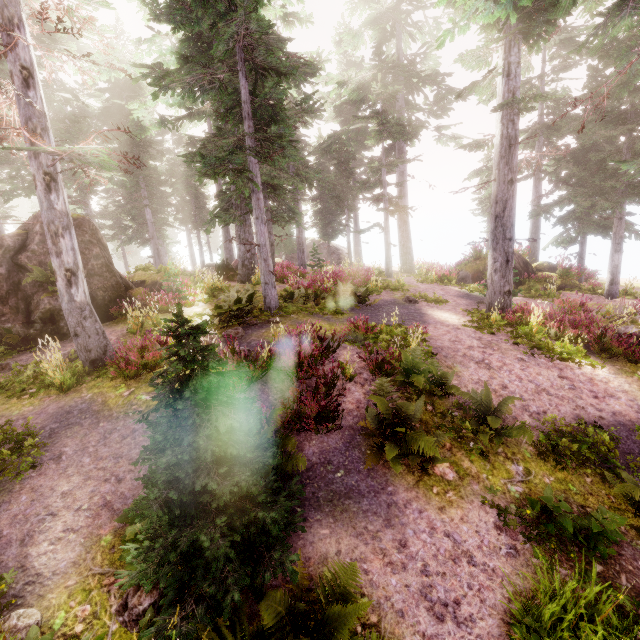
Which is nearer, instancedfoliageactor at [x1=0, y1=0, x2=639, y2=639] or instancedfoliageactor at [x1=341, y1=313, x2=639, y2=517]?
instancedfoliageactor at [x1=0, y1=0, x2=639, y2=639]

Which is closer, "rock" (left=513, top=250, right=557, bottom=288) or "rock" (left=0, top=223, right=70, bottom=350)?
"rock" (left=0, top=223, right=70, bottom=350)

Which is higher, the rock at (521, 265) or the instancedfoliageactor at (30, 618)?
the rock at (521, 265)

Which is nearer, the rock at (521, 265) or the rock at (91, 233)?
the rock at (91, 233)

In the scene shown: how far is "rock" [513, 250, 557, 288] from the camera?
18.7m

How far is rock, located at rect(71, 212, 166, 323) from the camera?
11.6m

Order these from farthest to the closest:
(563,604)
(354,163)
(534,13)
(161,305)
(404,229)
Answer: (354,163) → (404,229) → (161,305) → (534,13) → (563,604)

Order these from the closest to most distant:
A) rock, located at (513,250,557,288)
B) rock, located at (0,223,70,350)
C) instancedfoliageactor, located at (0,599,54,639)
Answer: instancedfoliageactor, located at (0,599,54,639), rock, located at (0,223,70,350), rock, located at (513,250,557,288)
